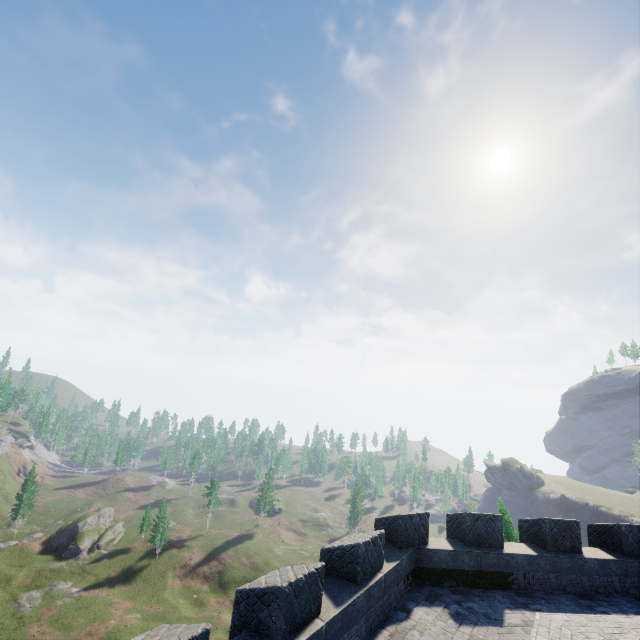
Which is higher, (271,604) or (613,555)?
(271,604)
